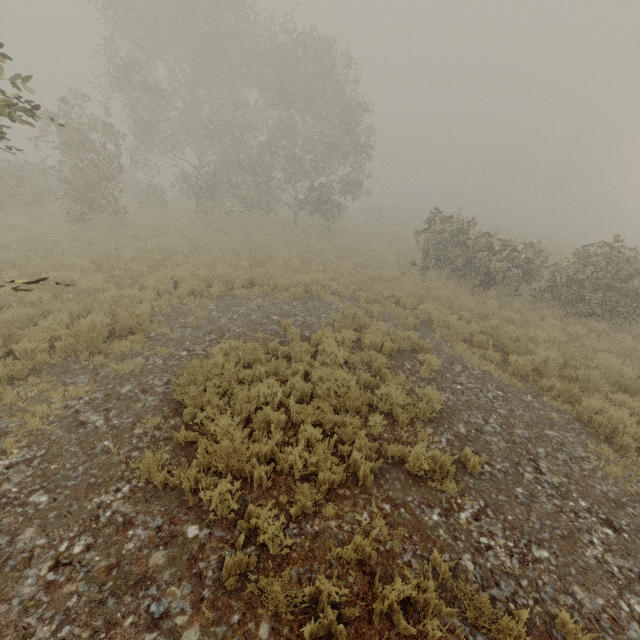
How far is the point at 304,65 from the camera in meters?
20.3 m
